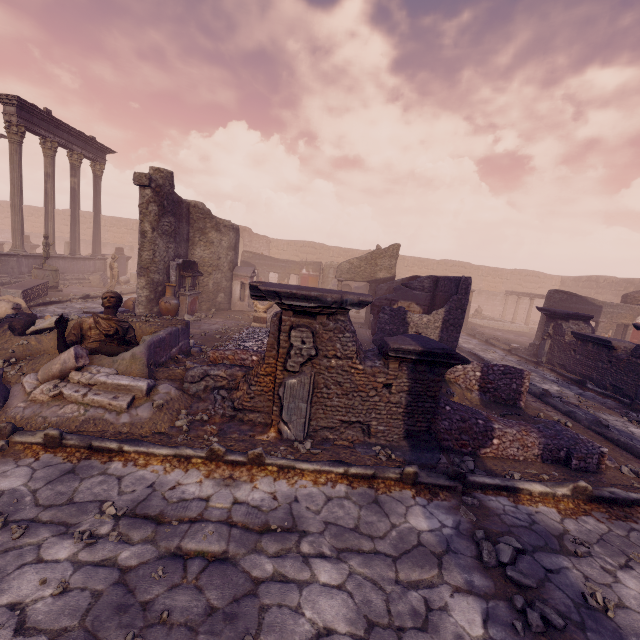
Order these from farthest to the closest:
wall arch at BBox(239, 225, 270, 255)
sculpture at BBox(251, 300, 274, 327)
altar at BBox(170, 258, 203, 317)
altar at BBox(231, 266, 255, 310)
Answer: wall arch at BBox(239, 225, 270, 255) < altar at BBox(231, 266, 255, 310) < sculpture at BBox(251, 300, 274, 327) < altar at BBox(170, 258, 203, 317)

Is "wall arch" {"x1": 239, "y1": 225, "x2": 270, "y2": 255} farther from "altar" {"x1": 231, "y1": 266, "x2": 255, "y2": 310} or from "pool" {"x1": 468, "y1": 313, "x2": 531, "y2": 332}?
"pool" {"x1": 468, "y1": 313, "x2": 531, "y2": 332}

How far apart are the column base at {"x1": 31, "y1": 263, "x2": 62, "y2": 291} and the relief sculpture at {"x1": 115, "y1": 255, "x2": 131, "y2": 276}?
6.0 meters

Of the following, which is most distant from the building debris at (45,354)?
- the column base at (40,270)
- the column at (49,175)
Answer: the column at (49,175)

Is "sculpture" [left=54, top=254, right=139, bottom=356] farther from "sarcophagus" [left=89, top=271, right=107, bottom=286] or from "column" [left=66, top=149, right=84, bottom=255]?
"column" [left=66, top=149, right=84, bottom=255]

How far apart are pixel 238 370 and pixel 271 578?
3.27m

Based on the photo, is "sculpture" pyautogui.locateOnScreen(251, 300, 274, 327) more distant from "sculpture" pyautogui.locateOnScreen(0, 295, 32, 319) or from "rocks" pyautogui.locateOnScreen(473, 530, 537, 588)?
"rocks" pyautogui.locateOnScreen(473, 530, 537, 588)

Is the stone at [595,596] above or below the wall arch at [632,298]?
below
